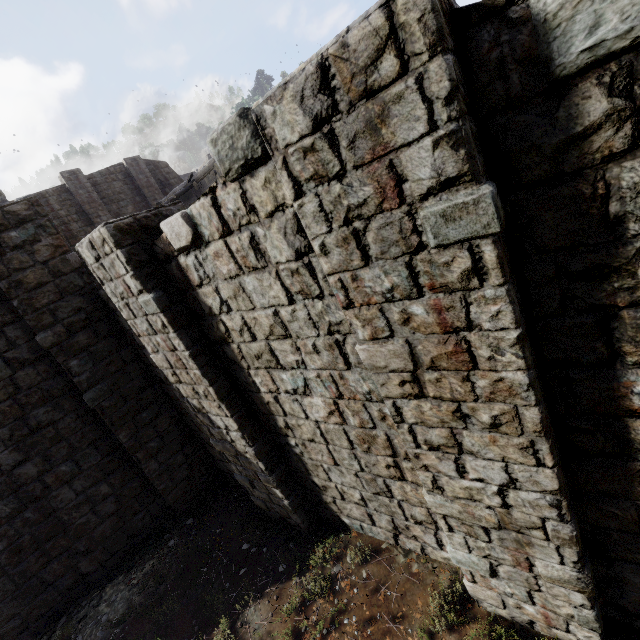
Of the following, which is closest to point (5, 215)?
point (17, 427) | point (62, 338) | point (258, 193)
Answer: point (62, 338)
